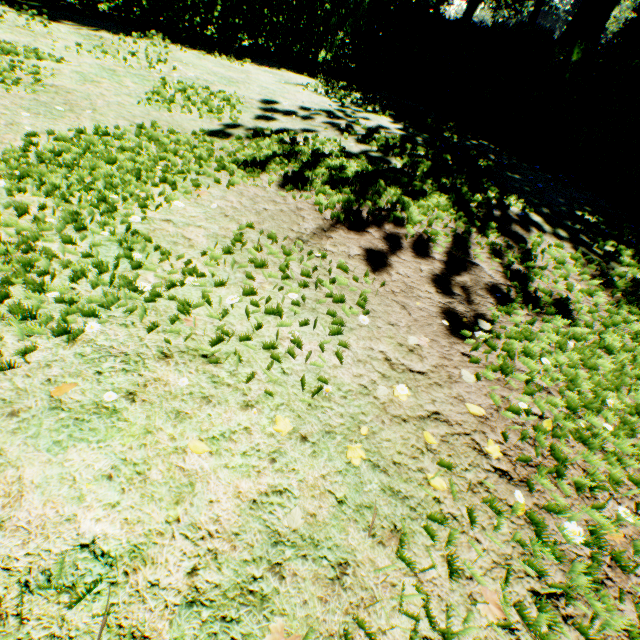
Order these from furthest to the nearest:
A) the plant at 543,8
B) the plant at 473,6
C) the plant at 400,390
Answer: the plant at 473,6, the plant at 543,8, the plant at 400,390

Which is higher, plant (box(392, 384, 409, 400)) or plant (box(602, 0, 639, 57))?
plant (box(602, 0, 639, 57))

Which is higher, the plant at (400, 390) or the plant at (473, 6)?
the plant at (473, 6)

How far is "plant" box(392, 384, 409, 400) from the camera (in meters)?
1.96

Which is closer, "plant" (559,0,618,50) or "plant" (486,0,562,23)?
"plant" (559,0,618,50)

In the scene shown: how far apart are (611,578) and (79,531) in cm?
233
